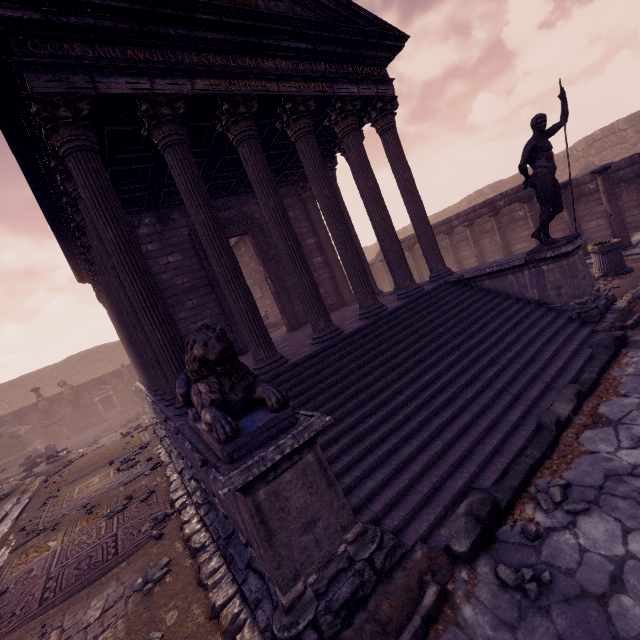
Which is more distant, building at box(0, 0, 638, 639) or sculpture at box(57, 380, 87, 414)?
sculpture at box(57, 380, 87, 414)

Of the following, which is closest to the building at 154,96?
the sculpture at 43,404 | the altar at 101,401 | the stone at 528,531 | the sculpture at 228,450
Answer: the sculpture at 228,450

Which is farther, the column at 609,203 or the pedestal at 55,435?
the pedestal at 55,435

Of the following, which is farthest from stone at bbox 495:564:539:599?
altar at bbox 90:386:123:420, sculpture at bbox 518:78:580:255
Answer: altar at bbox 90:386:123:420

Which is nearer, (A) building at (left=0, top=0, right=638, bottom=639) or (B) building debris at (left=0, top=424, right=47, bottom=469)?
(A) building at (left=0, top=0, right=638, bottom=639)

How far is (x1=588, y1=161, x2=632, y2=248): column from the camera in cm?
962

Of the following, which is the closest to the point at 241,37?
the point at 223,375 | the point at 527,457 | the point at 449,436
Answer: the point at 223,375

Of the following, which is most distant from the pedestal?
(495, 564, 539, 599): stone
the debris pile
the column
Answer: the column
